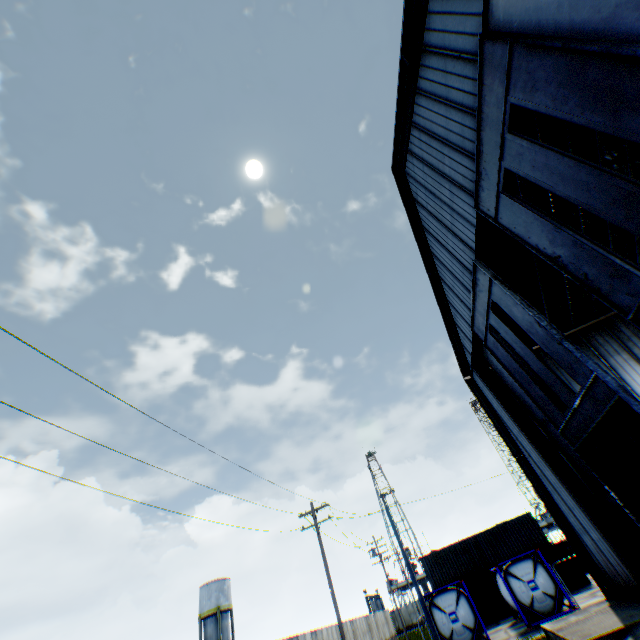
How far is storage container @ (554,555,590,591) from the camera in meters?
25.7 m

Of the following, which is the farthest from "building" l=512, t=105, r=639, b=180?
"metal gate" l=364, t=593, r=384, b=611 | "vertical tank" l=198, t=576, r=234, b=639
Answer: "metal gate" l=364, t=593, r=384, b=611

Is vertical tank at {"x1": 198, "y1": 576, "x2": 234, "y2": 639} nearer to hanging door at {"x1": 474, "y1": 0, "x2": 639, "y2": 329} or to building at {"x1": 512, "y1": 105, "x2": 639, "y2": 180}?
building at {"x1": 512, "y1": 105, "x2": 639, "y2": 180}

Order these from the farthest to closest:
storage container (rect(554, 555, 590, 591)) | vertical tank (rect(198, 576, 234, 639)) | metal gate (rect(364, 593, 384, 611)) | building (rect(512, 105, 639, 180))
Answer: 1. metal gate (rect(364, 593, 384, 611))
2. vertical tank (rect(198, 576, 234, 639))
3. storage container (rect(554, 555, 590, 591))
4. building (rect(512, 105, 639, 180))

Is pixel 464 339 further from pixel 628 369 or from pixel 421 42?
pixel 421 42

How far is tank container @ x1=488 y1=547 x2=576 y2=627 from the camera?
18.7 meters

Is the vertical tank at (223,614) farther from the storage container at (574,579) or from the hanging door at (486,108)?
the hanging door at (486,108)

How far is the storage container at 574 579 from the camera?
25.67m
